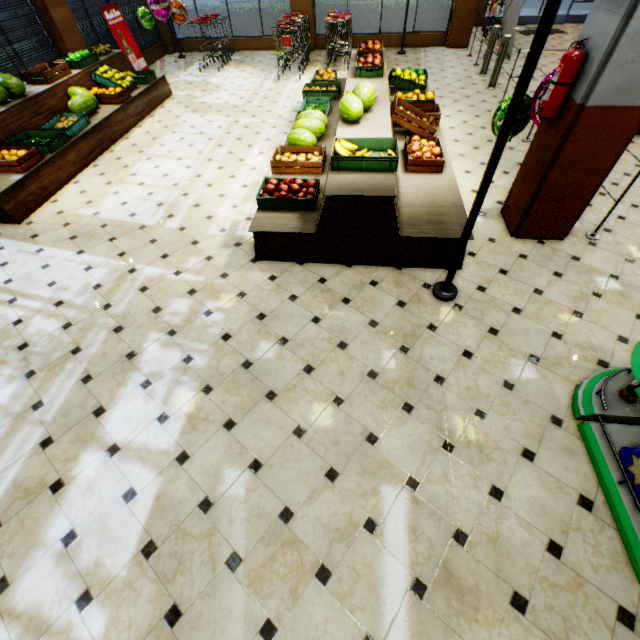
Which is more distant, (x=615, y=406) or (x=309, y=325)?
(x=309, y=325)

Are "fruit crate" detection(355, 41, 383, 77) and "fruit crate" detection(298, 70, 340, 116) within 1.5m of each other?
yes

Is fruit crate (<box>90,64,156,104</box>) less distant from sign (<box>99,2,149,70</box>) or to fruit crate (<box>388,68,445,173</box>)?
sign (<box>99,2,149,70</box>)

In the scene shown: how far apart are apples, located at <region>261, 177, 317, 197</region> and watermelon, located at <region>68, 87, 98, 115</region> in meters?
5.0

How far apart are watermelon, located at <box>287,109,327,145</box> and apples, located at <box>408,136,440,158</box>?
1.4 meters

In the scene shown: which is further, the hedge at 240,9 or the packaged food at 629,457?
the hedge at 240,9

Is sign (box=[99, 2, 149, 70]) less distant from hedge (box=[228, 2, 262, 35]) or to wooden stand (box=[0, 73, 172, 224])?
wooden stand (box=[0, 73, 172, 224])

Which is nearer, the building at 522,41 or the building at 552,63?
the building at 552,63
